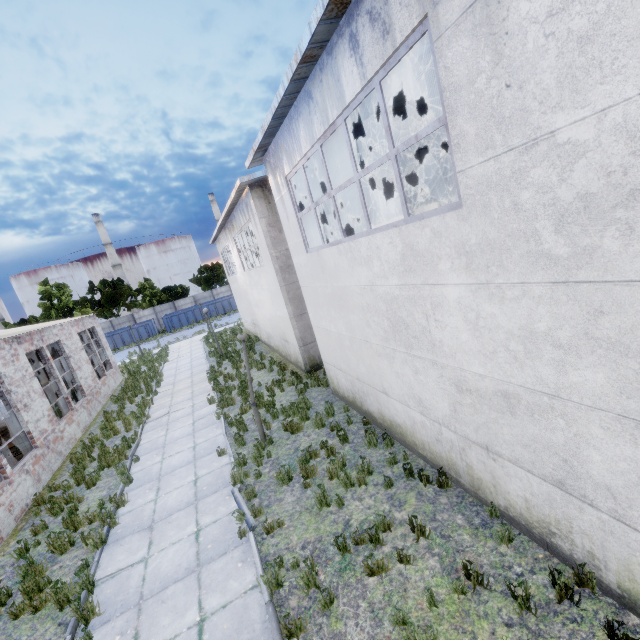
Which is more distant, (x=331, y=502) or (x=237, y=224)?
(x=237, y=224)

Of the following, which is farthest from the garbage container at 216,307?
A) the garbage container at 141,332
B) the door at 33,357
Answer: the door at 33,357

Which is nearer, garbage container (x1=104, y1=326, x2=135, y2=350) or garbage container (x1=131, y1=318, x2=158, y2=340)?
garbage container (x1=104, y1=326, x2=135, y2=350)

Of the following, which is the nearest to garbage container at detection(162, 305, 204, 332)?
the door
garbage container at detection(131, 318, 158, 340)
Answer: garbage container at detection(131, 318, 158, 340)

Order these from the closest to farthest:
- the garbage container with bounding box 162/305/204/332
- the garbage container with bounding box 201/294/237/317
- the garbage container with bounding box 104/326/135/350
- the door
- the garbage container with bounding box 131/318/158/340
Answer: the door
the garbage container with bounding box 104/326/135/350
the garbage container with bounding box 131/318/158/340
the garbage container with bounding box 162/305/204/332
the garbage container with bounding box 201/294/237/317

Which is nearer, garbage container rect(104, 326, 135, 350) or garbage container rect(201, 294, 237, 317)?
Result: garbage container rect(104, 326, 135, 350)

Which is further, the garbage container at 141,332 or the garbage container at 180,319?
the garbage container at 180,319
